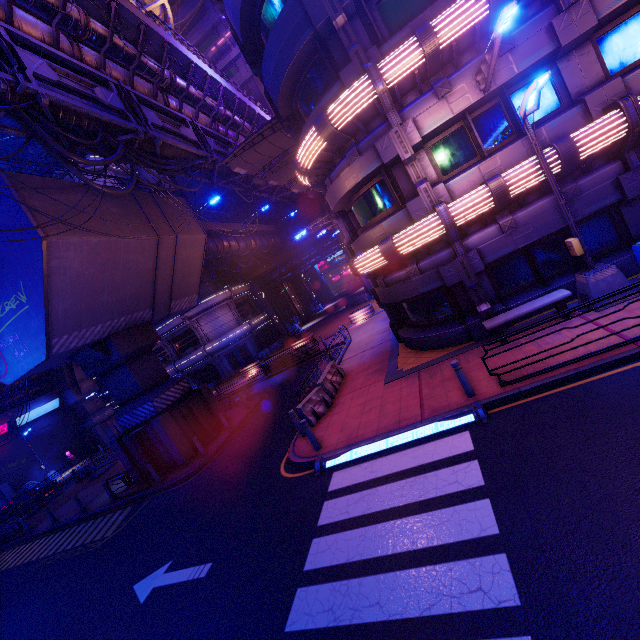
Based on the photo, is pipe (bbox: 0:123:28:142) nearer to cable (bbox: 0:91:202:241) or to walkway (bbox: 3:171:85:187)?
cable (bbox: 0:91:202:241)

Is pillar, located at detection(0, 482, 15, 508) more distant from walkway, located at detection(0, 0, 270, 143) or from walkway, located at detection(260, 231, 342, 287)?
walkway, located at detection(260, 231, 342, 287)

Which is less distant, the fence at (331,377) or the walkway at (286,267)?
the fence at (331,377)

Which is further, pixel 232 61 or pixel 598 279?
pixel 232 61

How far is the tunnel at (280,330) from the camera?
42.1m

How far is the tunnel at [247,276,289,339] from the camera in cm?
4212

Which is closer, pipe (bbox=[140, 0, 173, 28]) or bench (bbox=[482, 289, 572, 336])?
bench (bbox=[482, 289, 572, 336])

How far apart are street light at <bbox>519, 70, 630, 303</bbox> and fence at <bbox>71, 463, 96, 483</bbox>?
33.8m
